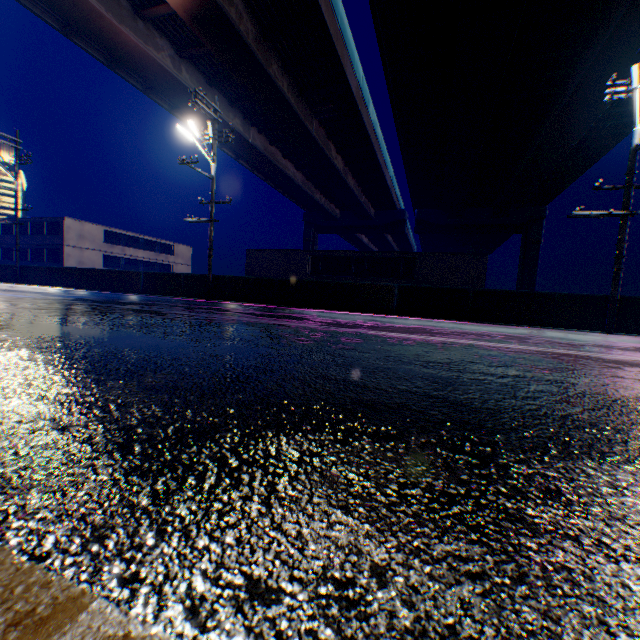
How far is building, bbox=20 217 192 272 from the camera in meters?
35.4

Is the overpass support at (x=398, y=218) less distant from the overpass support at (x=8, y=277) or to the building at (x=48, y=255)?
the overpass support at (x=8, y=277)

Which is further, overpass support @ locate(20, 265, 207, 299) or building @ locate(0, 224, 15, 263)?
building @ locate(0, 224, 15, 263)

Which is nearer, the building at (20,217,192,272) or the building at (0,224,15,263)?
the building at (20,217,192,272)

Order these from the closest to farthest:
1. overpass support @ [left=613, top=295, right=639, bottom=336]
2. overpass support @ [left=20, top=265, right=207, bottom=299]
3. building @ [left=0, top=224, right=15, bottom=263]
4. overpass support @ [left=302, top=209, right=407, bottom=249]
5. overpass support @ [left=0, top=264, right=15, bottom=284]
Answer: overpass support @ [left=613, top=295, right=639, bottom=336]
overpass support @ [left=20, top=265, right=207, bottom=299]
overpass support @ [left=0, top=264, right=15, bottom=284]
building @ [left=0, top=224, right=15, bottom=263]
overpass support @ [left=302, top=209, right=407, bottom=249]

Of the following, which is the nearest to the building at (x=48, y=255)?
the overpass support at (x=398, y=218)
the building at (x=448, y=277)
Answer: the building at (x=448, y=277)

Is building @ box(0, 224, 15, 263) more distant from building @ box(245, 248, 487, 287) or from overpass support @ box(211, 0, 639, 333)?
overpass support @ box(211, 0, 639, 333)

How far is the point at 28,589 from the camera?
0.6 meters
